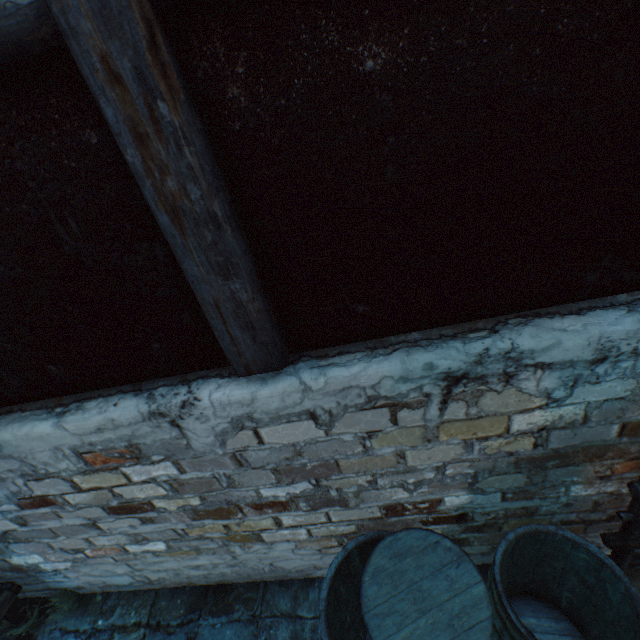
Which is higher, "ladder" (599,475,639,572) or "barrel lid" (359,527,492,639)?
"barrel lid" (359,527,492,639)

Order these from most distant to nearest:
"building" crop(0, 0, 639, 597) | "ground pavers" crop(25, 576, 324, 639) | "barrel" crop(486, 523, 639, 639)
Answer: "ground pavers" crop(25, 576, 324, 639)
"barrel" crop(486, 523, 639, 639)
"building" crop(0, 0, 639, 597)

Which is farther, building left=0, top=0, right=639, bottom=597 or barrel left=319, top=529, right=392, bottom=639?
barrel left=319, top=529, right=392, bottom=639

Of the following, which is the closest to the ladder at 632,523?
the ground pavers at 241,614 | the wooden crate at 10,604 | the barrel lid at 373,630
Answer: the ground pavers at 241,614

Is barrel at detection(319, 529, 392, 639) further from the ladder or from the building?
the ladder

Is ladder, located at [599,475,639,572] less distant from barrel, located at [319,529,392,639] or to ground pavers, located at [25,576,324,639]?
ground pavers, located at [25,576,324,639]

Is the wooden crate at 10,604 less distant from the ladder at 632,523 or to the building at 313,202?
the building at 313,202

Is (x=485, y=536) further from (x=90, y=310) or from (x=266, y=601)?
(x=90, y=310)
